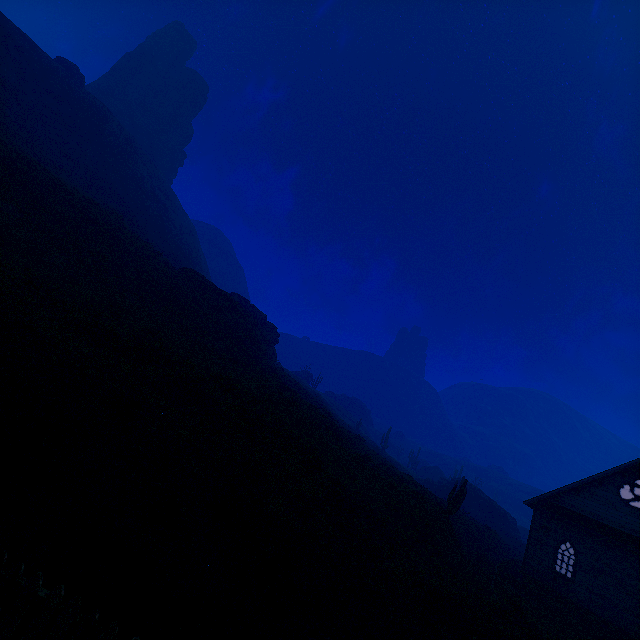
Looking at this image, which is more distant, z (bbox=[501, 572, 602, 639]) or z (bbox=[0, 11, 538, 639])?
z (bbox=[501, 572, 602, 639])

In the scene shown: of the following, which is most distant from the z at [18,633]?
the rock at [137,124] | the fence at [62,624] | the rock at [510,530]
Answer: the rock at [510,530]

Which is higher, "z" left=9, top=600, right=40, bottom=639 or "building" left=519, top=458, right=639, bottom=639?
"building" left=519, top=458, right=639, bottom=639

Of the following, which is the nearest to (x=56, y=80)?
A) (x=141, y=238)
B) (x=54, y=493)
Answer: (x=141, y=238)

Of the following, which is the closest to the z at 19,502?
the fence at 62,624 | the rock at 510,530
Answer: the fence at 62,624

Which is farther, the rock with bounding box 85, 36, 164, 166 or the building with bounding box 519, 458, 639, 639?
the rock with bounding box 85, 36, 164, 166

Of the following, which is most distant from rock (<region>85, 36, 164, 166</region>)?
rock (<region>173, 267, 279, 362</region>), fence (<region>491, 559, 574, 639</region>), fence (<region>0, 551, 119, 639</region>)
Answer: fence (<region>491, 559, 574, 639</region>)

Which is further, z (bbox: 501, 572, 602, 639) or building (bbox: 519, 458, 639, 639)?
building (bbox: 519, 458, 639, 639)
